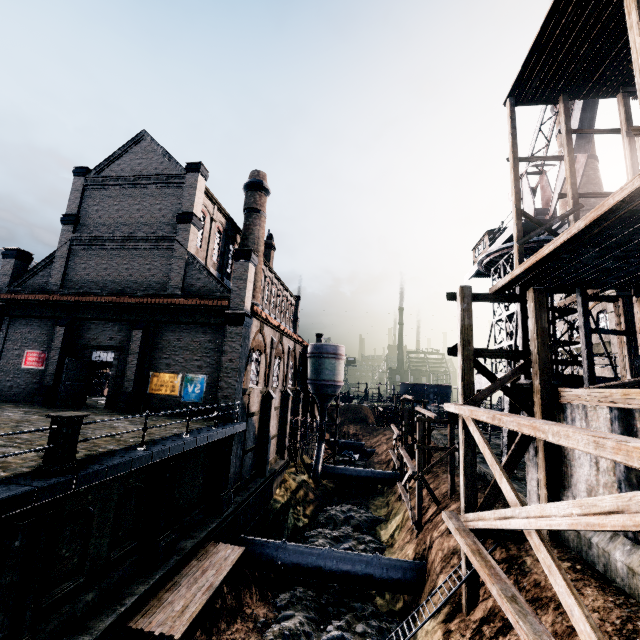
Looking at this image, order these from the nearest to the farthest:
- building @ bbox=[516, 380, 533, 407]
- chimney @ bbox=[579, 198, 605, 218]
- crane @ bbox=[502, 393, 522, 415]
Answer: building @ bbox=[516, 380, 533, 407] < crane @ bbox=[502, 393, 522, 415] < chimney @ bbox=[579, 198, 605, 218]

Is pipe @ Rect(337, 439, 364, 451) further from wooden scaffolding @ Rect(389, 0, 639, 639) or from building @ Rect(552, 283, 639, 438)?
wooden scaffolding @ Rect(389, 0, 639, 639)

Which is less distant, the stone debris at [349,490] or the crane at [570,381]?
the crane at [570,381]

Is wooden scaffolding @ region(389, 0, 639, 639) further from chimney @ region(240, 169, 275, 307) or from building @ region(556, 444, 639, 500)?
chimney @ region(240, 169, 275, 307)

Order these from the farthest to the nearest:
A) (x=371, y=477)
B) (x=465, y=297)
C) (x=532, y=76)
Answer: (x=371, y=477), (x=532, y=76), (x=465, y=297)

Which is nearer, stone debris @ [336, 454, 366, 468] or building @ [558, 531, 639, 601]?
building @ [558, 531, 639, 601]

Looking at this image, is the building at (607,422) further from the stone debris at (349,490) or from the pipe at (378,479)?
the stone debris at (349,490)

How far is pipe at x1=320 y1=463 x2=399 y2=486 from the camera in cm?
3788
